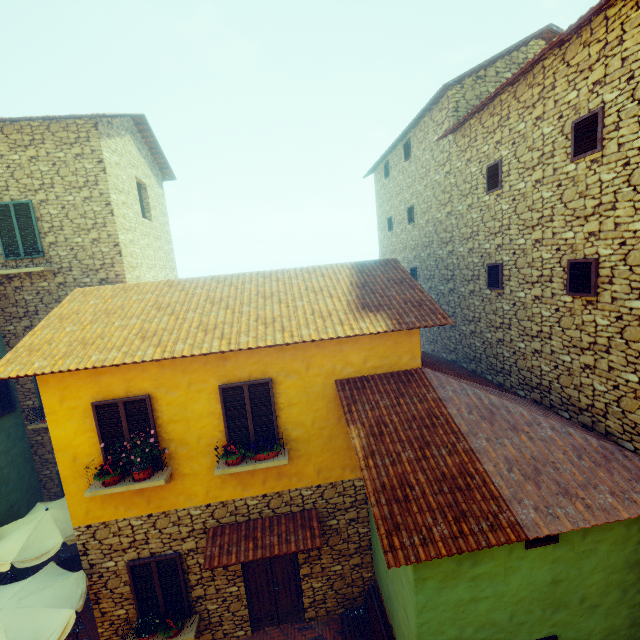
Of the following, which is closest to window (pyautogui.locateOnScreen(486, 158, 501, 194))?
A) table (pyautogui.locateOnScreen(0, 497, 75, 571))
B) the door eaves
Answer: the door eaves

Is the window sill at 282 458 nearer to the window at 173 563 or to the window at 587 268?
the window at 587 268

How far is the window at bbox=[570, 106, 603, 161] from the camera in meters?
5.4 m

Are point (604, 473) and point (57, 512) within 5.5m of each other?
no

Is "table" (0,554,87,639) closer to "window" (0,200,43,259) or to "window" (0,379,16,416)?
"window" (0,379,16,416)

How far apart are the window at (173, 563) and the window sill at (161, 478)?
1.7 meters

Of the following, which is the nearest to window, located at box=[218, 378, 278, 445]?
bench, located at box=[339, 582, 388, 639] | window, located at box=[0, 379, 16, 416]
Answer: window, located at box=[0, 379, 16, 416]

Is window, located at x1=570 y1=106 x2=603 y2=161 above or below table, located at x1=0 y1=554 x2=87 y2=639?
above
